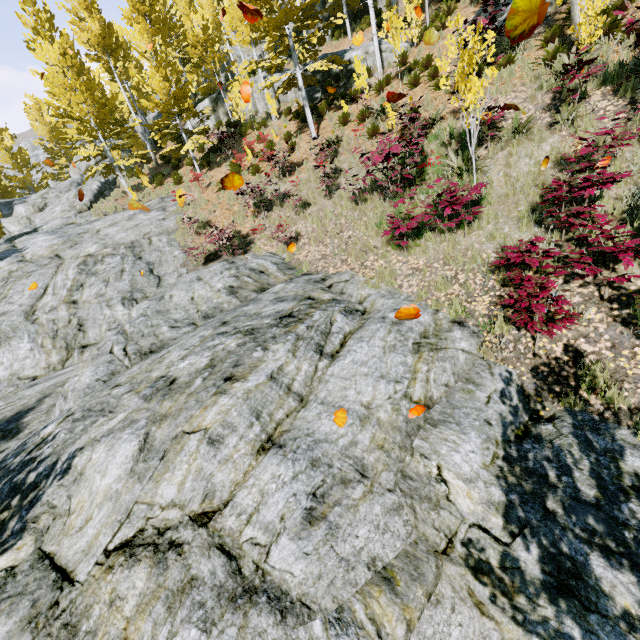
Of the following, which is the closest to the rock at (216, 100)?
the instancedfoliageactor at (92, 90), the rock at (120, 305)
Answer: the instancedfoliageactor at (92, 90)

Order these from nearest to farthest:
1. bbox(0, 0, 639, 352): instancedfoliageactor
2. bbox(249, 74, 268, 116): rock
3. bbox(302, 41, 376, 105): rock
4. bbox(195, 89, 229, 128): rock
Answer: bbox(0, 0, 639, 352): instancedfoliageactor, bbox(302, 41, 376, 105): rock, bbox(249, 74, 268, 116): rock, bbox(195, 89, 229, 128): rock

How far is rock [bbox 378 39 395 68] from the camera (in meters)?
15.82

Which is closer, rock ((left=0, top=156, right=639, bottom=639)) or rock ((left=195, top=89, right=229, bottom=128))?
rock ((left=0, top=156, right=639, bottom=639))

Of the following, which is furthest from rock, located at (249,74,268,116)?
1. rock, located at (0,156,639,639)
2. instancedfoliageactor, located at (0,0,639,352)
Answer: rock, located at (0,156,639,639)

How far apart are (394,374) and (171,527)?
3.2m

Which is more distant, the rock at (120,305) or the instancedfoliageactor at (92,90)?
the instancedfoliageactor at (92,90)
